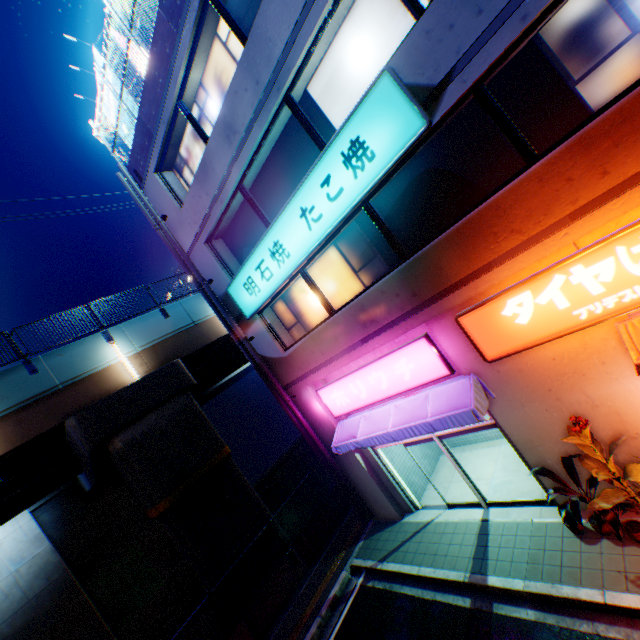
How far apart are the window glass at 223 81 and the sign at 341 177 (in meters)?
3.05

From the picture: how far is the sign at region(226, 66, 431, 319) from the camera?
5.79m

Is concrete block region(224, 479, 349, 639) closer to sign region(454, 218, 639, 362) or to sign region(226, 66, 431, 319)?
sign region(226, 66, 431, 319)

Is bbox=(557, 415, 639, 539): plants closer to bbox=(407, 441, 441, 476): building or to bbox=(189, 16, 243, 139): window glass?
bbox=(407, 441, 441, 476): building

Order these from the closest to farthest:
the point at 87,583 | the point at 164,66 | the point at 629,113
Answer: the point at 629,113 → the point at 164,66 → the point at 87,583

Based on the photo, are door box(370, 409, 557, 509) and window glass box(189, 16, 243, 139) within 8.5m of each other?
no

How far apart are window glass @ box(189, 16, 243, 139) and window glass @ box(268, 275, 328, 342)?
4.37m

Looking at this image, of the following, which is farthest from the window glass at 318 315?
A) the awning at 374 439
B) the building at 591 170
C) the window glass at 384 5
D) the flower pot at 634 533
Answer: the flower pot at 634 533
